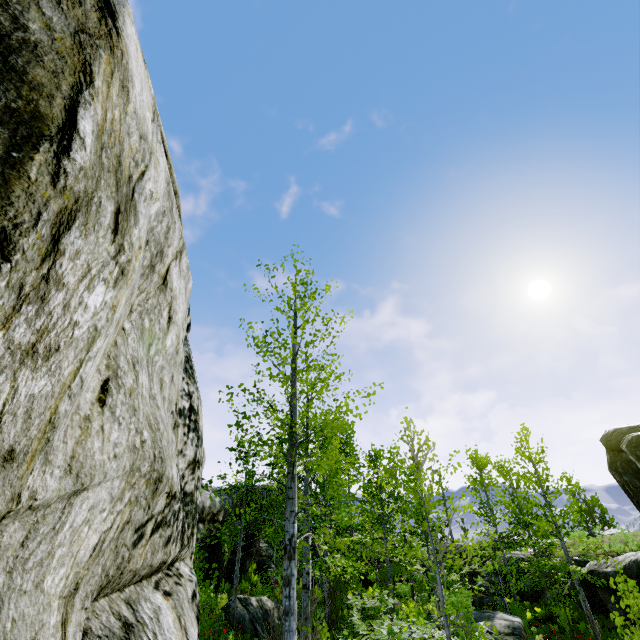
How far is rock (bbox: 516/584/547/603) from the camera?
21.62m

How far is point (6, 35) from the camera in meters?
1.3

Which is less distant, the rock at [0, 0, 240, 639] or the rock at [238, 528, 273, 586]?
the rock at [0, 0, 240, 639]

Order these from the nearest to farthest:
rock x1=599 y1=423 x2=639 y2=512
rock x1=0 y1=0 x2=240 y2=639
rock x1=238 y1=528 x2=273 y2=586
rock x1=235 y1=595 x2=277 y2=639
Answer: rock x1=0 y1=0 x2=240 y2=639
rock x1=599 y1=423 x2=639 y2=512
rock x1=235 y1=595 x2=277 y2=639
rock x1=238 y1=528 x2=273 y2=586

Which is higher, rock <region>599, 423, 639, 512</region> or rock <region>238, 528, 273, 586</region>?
rock <region>599, 423, 639, 512</region>

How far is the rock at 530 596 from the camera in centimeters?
2162cm
